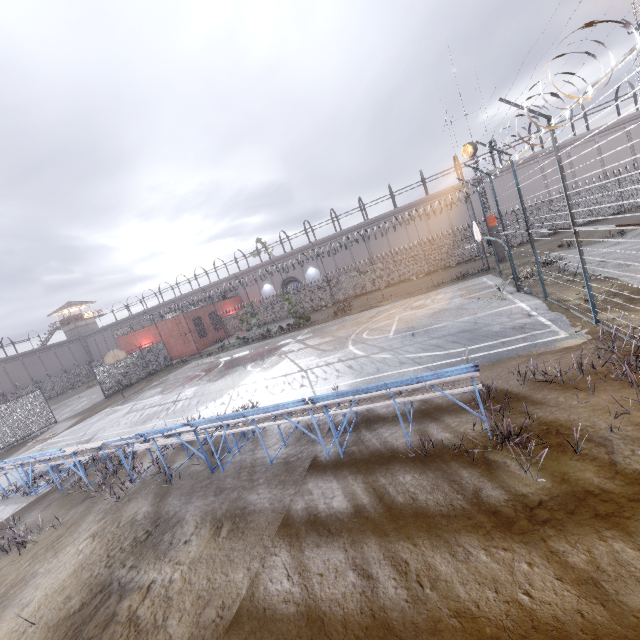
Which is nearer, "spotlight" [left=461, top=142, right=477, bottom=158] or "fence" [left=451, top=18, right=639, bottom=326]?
"fence" [left=451, top=18, right=639, bottom=326]

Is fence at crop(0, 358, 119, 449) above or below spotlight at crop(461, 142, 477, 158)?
below

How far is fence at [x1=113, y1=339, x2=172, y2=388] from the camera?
29.5m

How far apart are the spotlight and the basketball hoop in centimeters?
2956cm

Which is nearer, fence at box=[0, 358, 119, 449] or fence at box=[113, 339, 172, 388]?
fence at box=[0, 358, 119, 449]

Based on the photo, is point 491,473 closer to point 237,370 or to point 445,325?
point 445,325

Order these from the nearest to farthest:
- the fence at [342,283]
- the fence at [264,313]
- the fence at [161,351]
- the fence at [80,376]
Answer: the fence at [80,376] < the fence at [161,351] < the fence at [342,283] < the fence at [264,313]

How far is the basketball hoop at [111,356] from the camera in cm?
2332
